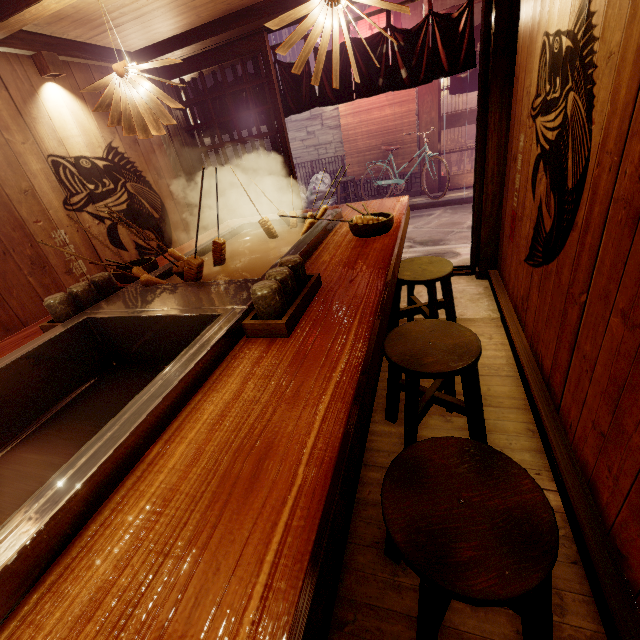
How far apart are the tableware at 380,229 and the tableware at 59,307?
2.5 meters

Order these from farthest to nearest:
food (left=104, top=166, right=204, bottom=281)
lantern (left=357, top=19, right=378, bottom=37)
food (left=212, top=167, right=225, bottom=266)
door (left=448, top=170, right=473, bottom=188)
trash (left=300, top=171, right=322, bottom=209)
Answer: trash (left=300, top=171, right=322, bottom=209) → door (left=448, top=170, right=473, bottom=188) → lantern (left=357, top=19, right=378, bottom=37) → food (left=212, top=167, right=225, bottom=266) → food (left=104, top=166, right=204, bottom=281)

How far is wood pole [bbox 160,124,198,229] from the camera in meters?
7.2

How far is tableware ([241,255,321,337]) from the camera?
2.1 meters

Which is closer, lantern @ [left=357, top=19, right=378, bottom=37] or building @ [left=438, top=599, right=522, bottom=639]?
building @ [left=438, top=599, right=522, bottom=639]

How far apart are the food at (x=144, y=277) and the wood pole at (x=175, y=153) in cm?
498

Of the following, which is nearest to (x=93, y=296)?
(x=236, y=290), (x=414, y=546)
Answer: (x=236, y=290)

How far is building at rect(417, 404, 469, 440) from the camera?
3.80m
